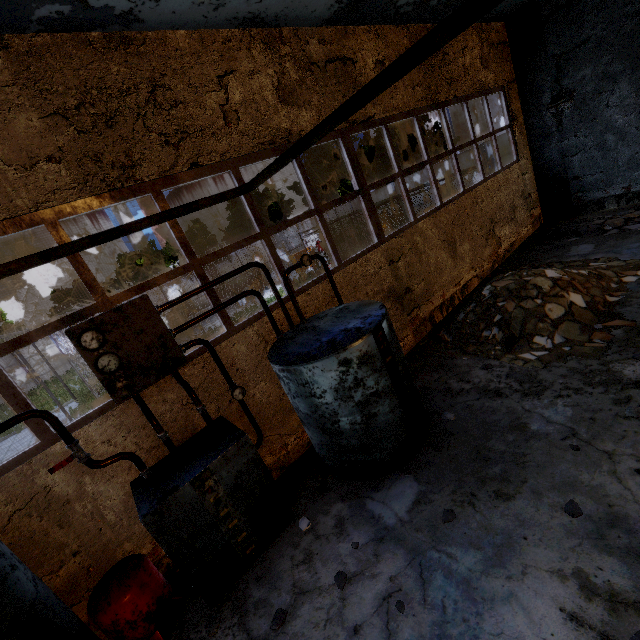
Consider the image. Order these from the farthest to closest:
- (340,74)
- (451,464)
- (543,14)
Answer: (543,14), (340,74), (451,464)

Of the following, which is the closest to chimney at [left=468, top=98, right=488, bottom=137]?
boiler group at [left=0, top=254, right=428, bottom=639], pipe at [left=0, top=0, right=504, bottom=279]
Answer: boiler group at [left=0, top=254, right=428, bottom=639]

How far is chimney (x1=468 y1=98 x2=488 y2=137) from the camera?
55.1m

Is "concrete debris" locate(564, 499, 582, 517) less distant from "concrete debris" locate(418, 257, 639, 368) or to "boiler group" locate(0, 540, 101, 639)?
"boiler group" locate(0, 540, 101, 639)

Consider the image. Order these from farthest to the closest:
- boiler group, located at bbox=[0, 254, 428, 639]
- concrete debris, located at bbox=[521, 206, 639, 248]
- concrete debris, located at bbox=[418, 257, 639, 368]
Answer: concrete debris, located at bbox=[521, 206, 639, 248] → concrete debris, located at bbox=[418, 257, 639, 368] → boiler group, located at bbox=[0, 254, 428, 639]

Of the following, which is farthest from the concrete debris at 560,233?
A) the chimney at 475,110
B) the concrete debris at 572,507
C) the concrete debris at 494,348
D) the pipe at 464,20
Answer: the chimney at 475,110

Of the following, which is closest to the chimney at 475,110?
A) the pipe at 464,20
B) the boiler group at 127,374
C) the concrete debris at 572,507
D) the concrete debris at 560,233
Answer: the concrete debris at 560,233
